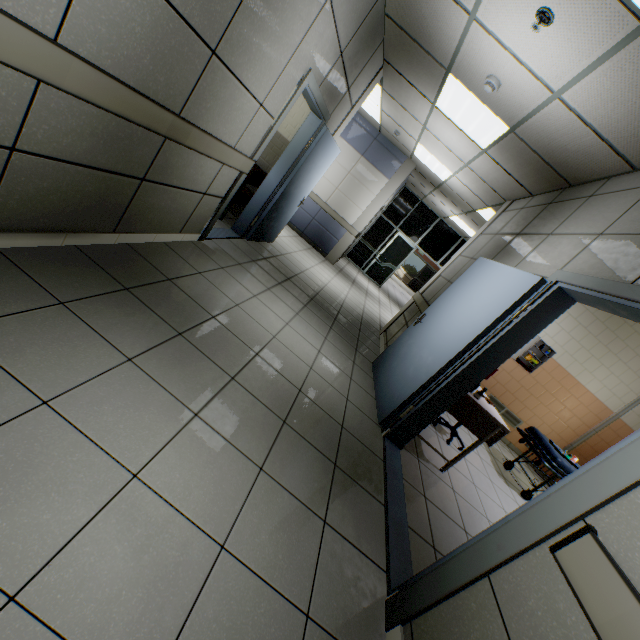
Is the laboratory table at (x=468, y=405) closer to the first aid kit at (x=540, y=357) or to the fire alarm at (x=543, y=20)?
the first aid kit at (x=540, y=357)

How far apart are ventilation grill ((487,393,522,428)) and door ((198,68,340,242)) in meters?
5.2 m

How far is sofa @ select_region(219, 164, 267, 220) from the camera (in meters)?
4.81

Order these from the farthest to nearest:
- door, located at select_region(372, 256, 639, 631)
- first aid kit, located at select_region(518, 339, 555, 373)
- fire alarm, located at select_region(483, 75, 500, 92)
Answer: first aid kit, located at select_region(518, 339, 555, 373) < fire alarm, located at select_region(483, 75, 500, 92) < door, located at select_region(372, 256, 639, 631)

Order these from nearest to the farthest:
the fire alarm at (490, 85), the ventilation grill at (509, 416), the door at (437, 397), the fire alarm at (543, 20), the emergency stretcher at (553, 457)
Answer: the door at (437, 397) < the fire alarm at (543, 20) < the fire alarm at (490, 85) < the emergency stretcher at (553, 457) < the ventilation grill at (509, 416)

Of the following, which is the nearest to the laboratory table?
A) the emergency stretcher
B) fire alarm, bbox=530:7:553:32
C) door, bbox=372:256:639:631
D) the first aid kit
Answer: door, bbox=372:256:639:631

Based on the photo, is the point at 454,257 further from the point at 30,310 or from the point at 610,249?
the point at 30,310

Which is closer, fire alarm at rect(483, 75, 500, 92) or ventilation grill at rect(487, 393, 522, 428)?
fire alarm at rect(483, 75, 500, 92)
